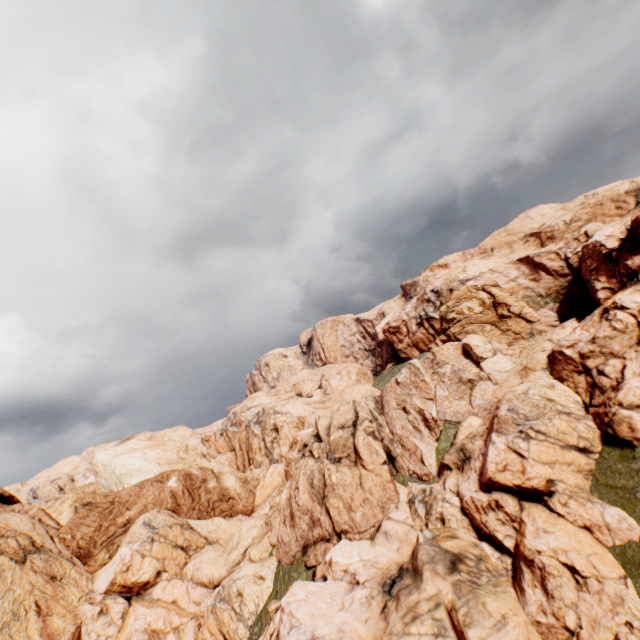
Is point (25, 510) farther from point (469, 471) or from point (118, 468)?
point (469, 471)
